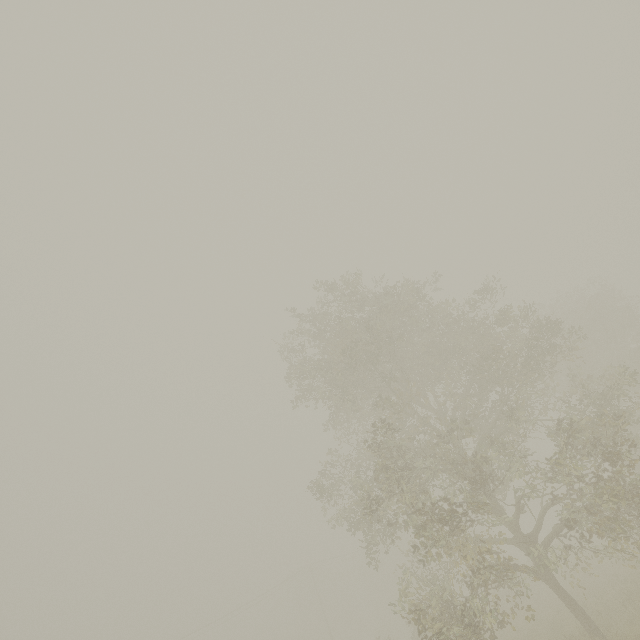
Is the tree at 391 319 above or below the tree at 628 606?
above

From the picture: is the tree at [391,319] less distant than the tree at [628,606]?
Yes

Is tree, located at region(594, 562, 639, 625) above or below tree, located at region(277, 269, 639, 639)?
below

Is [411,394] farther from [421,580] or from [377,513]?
[421,580]

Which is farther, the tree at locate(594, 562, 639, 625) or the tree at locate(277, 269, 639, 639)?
the tree at locate(594, 562, 639, 625)
